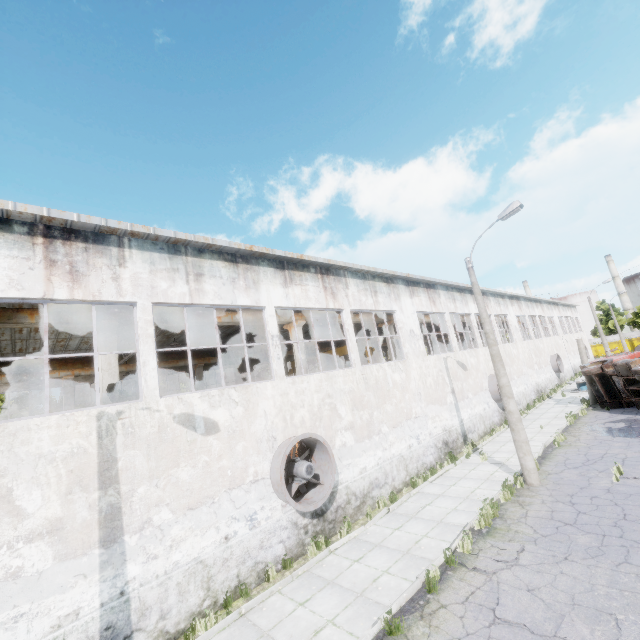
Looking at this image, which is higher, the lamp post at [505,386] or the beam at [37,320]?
the beam at [37,320]

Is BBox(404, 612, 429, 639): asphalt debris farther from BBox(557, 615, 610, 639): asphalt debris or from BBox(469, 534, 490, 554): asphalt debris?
BBox(469, 534, 490, 554): asphalt debris

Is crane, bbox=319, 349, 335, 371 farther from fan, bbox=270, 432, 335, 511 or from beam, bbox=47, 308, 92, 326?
fan, bbox=270, 432, 335, 511

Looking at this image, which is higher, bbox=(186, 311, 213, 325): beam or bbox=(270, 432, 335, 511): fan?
bbox=(186, 311, 213, 325): beam

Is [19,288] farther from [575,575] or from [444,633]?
[575,575]

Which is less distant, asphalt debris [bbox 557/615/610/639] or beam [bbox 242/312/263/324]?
asphalt debris [bbox 557/615/610/639]

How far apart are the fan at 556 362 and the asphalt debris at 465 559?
32.3 meters

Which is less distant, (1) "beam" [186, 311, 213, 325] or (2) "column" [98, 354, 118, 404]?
(2) "column" [98, 354, 118, 404]
